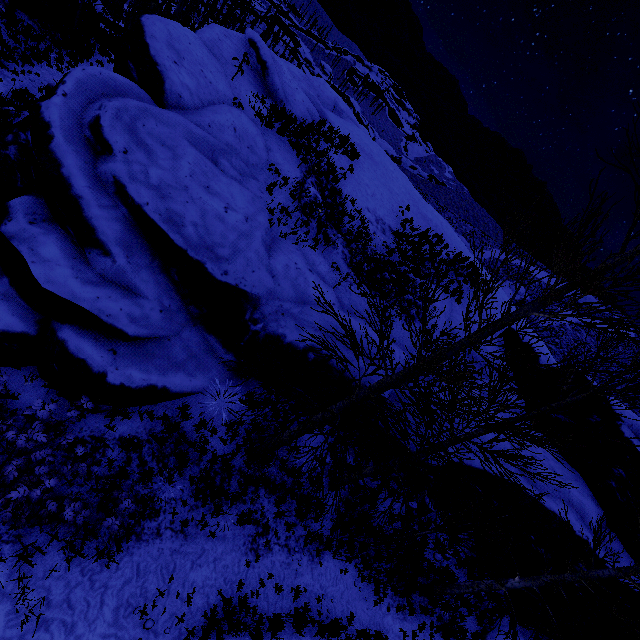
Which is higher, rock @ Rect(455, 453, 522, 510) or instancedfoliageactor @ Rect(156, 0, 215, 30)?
rock @ Rect(455, 453, 522, 510)

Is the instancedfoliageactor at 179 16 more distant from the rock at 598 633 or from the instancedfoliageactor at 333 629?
the instancedfoliageactor at 333 629

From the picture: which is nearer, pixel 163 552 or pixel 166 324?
pixel 163 552

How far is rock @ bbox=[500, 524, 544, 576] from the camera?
11.7 meters

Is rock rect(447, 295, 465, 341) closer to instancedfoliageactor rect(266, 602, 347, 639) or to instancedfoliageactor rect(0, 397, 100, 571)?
instancedfoliageactor rect(0, 397, 100, 571)

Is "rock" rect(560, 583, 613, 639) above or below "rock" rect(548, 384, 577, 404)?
below

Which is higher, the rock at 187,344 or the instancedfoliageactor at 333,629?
the rock at 187,344

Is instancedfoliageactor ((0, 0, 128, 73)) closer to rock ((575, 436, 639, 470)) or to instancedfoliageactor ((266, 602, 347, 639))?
rock ((575, 436, 639, 470))
